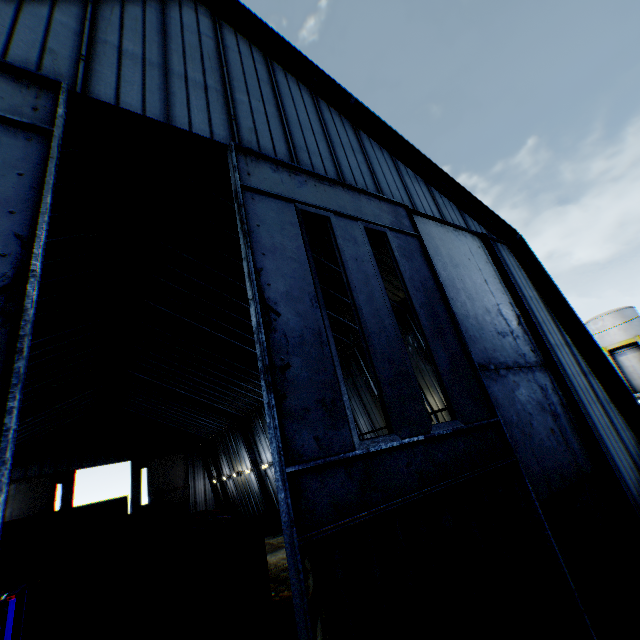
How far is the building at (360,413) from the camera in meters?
13.6 m

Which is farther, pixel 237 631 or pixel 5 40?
pixel 237 631

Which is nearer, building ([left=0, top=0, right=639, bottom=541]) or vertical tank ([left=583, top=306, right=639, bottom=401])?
building ([left=0, top=0, right=639, bottom=541])

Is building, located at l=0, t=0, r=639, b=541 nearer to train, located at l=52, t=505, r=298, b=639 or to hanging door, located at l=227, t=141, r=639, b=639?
hanging door, located at l=227, t=141, r=639, b=639

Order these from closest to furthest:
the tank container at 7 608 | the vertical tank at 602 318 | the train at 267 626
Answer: the train at 267 626 → the tank container at 7 608 → the vertical tank at 602 318

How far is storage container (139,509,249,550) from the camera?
19.41m

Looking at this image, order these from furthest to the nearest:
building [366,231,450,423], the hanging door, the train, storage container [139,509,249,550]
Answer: storage container [139,509,249,550] → building [366,231,450,423] → the train → the hanging door

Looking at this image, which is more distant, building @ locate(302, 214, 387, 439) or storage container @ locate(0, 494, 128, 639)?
storage container @ locate(0, 494, 128, 639)
